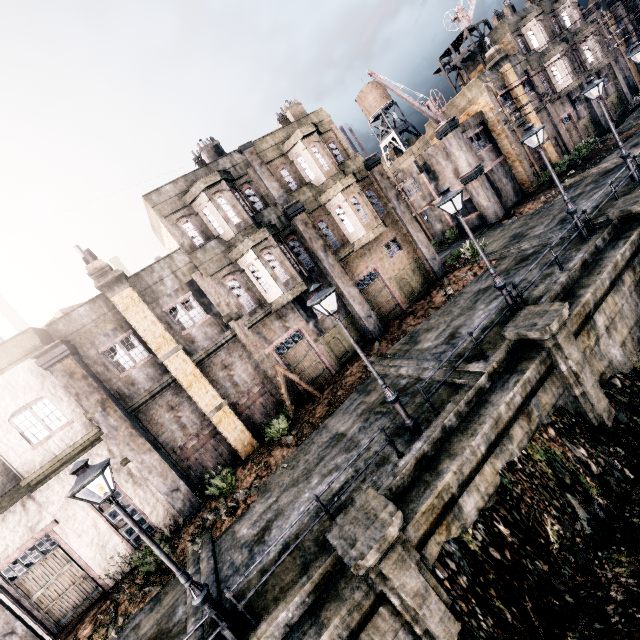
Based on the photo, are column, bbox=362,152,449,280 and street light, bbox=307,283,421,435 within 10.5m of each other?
no

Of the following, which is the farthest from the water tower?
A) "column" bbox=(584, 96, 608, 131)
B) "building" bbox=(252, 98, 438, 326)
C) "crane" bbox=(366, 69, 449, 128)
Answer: "building" bbox=(252, 98, 438, 326)

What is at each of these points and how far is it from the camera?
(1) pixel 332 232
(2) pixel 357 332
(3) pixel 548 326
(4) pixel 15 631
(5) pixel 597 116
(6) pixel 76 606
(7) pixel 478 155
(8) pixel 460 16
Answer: (1) building, 20.1 meters
(2) building, 20.4 meters
(3) column, 10.3 meters
(4) column, 12.2 meters
(5) column, 32.3 meters
(6) building, 13.3 meters
(7) building, 27.5 meters
(8) crane, 30.5 meters

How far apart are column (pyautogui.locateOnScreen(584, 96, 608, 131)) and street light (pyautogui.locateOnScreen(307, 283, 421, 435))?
40.6m

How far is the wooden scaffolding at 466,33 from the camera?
29.67m

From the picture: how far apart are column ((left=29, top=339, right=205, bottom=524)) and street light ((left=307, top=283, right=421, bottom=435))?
10.4 meters

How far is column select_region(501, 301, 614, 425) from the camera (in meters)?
10.54

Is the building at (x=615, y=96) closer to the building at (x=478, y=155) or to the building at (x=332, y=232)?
the building at (x=478, y=155)
